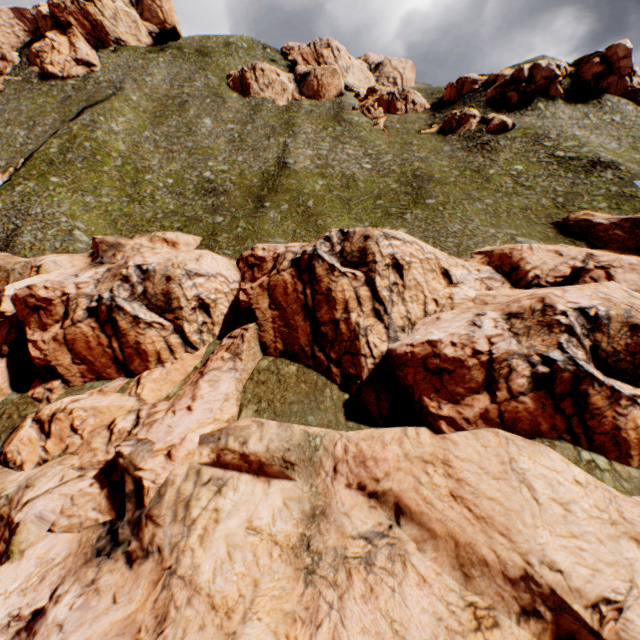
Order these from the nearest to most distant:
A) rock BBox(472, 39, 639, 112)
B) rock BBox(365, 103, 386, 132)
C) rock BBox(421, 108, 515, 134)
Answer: rock BBox(421, 108, 515, 134)
rock BBox(472, 39, 639, 112)
rock BBox(365, 103, 386, 132)

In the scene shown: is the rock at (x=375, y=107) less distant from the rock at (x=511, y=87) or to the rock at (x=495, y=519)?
the rock at (x=511, y=87)

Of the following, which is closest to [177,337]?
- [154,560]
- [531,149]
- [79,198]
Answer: [154,560]

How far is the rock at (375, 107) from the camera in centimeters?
5809cm

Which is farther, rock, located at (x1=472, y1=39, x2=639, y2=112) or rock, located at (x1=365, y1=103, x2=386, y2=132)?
rock, located at (x1=365, y1=103, x2=386, y2=132)

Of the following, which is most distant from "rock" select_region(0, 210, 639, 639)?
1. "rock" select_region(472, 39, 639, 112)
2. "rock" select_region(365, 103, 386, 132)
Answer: "rock" select_region(365, 103, 386, 132)

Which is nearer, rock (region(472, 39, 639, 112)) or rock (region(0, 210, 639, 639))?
rock (region(0, 210, 639, 639))
